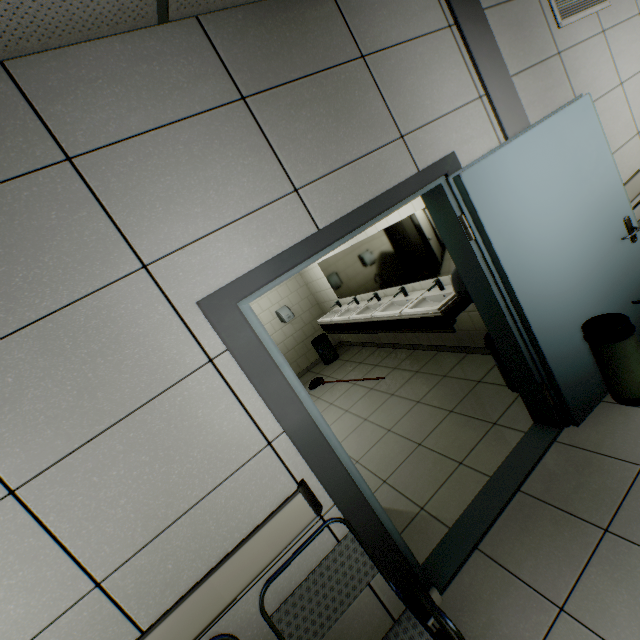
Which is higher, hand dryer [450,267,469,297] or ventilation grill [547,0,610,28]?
ventilation grill [547,0,610,28]

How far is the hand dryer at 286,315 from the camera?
6.59m

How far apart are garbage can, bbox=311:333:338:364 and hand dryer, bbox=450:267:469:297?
4.07m

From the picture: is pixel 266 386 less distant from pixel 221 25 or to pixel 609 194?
pixel 221 25

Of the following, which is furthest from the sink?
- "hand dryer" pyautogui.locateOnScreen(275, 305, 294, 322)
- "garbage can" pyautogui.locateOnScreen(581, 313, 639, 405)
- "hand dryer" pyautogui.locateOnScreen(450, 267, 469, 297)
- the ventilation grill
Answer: the ventilation grill

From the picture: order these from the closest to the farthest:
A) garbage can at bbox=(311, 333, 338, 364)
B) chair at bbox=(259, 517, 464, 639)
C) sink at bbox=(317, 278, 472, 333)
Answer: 1. chair at bbox=(259, 517, 464, 639)
2. sink at bbox=(317, 278, 472, 333)
3. garbage can at bbox=(311, 333, 338, 364)

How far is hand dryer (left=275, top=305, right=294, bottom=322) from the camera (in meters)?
6.59

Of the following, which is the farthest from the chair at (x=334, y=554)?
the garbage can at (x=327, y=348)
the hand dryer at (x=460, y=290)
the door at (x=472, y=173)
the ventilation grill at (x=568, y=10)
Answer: the garbage can at (x=327, y=348)
